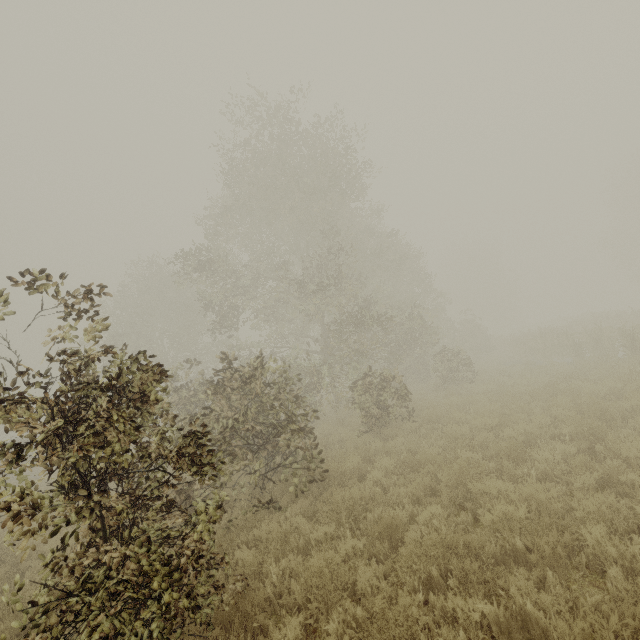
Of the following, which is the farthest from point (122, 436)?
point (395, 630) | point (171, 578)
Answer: point (395, 630)
